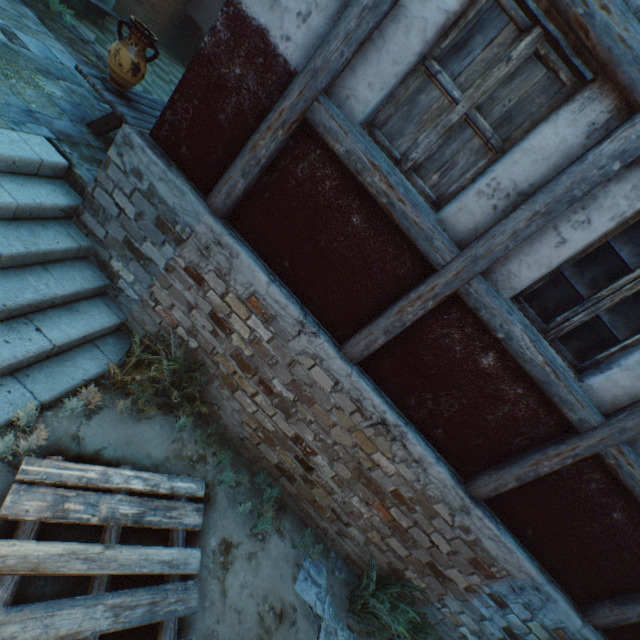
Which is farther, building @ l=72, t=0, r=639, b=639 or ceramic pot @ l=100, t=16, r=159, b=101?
ceramic pot @ l=100, t=16, r=159, b=101

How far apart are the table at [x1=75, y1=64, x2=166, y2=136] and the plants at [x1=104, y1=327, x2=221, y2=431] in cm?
214

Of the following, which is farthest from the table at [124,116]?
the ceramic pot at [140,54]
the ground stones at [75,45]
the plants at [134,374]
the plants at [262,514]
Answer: the plants at [262,514]

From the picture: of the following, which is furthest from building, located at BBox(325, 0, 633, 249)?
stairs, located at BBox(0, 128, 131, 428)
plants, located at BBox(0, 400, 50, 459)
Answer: plants, located at BBox(0, 400, 50, 459)

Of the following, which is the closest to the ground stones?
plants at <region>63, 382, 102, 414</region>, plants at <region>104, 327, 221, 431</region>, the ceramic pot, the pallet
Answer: the ceramic pot

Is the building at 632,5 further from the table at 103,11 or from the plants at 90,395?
the plants at 90,395

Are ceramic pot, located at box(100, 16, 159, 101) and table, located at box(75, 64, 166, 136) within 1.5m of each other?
yes

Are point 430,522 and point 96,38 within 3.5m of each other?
no
